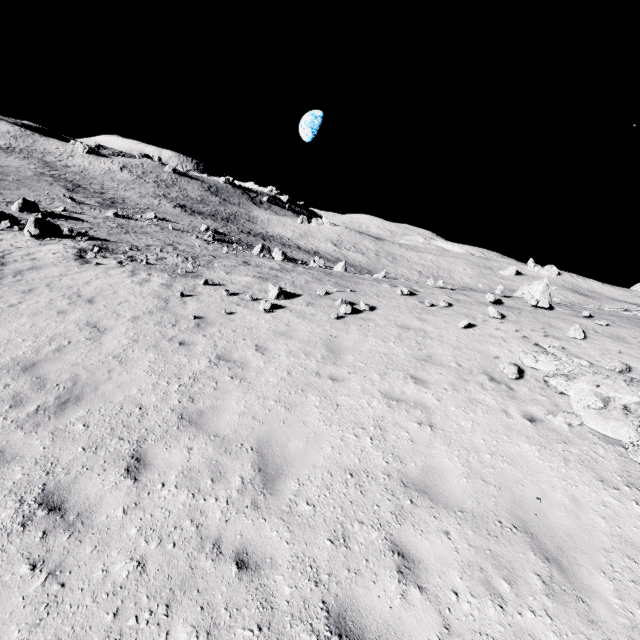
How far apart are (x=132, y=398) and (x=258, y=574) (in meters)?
4.23
